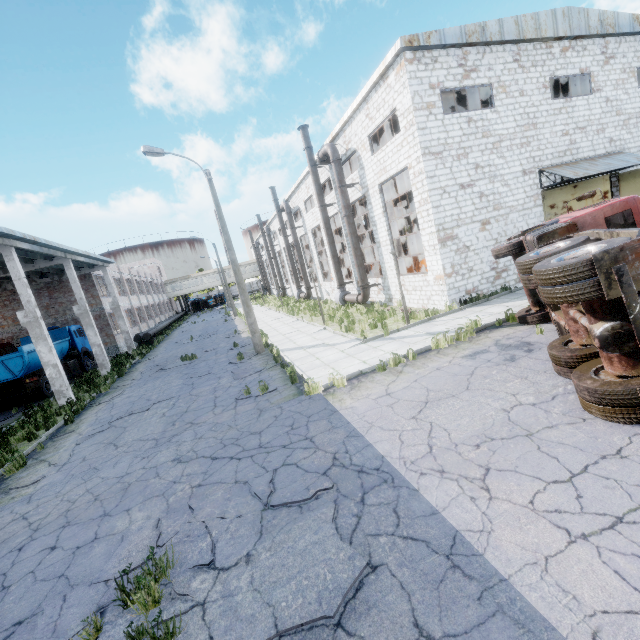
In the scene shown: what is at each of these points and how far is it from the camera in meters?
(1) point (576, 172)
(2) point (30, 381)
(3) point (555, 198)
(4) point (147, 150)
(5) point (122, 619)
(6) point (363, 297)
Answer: (1) awning, 14.9
(2) truck, 17.8
(3) door, 15.9
(4) lamp post, 13.8
(5) asphalt debris, 3.9
(6) pipe, 20.6

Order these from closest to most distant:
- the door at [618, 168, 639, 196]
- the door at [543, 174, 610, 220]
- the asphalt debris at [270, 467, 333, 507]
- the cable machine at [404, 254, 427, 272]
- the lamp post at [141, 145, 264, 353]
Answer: the asphalt debris at [270, 467, 333, 507] → the lamp post at [141, 145, 264, 353] → the door at [543, 174, 610, 220] → the door at [618, 168, 639, 196] → the cable machine at [404, 254, 427, 272]

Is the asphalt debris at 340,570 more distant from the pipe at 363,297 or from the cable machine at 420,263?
the pipe at 363,297

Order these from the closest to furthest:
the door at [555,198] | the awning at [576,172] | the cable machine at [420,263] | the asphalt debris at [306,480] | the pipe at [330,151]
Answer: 1. the asphalt debris at [306,480]
2. the awning at [576,172]
3. the door at [555,198]
4. the pipe at [330,151]
5. the cable machine at [420,263]

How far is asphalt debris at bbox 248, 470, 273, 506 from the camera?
5.4 meters

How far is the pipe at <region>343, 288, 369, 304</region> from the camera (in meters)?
20.34

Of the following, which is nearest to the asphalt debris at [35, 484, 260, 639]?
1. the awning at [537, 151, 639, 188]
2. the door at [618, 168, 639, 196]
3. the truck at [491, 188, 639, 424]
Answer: the truck at [491, 188, 639, 424]

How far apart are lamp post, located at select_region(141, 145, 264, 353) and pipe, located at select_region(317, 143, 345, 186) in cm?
736
